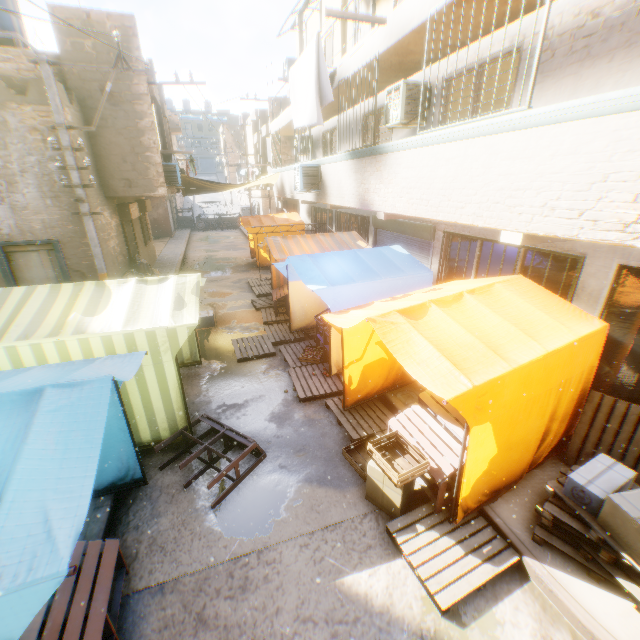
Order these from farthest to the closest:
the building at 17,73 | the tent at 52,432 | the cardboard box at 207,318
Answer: the cardboard box at 207,318 < the building at 17,73 < the tent at 52,432

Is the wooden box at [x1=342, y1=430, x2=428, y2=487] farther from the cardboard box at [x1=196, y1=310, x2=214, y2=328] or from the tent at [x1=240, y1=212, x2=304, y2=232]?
the cardboard box at [x1=196, y1=310, x2=214, y2=328]

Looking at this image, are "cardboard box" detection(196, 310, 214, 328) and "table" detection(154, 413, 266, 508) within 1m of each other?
no

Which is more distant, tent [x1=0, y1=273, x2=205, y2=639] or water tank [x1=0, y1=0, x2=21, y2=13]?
water tank [x1=0, y1=0, x2=21, y2=13]

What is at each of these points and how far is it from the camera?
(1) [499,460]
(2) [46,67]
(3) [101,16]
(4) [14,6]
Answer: (1) tent, 4.19m
(2) electric pole, 6.66m
(3) building, 9.15m
(4) water tank, 9.86m

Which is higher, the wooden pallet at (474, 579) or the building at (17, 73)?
the building at (17, 73)

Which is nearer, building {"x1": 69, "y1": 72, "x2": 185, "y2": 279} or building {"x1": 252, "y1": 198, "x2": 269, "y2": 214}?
building {"x1": 69, "y1": 72, "x2": 185, "y2": 279}

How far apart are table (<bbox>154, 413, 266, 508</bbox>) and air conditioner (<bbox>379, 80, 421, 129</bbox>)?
7.04m
